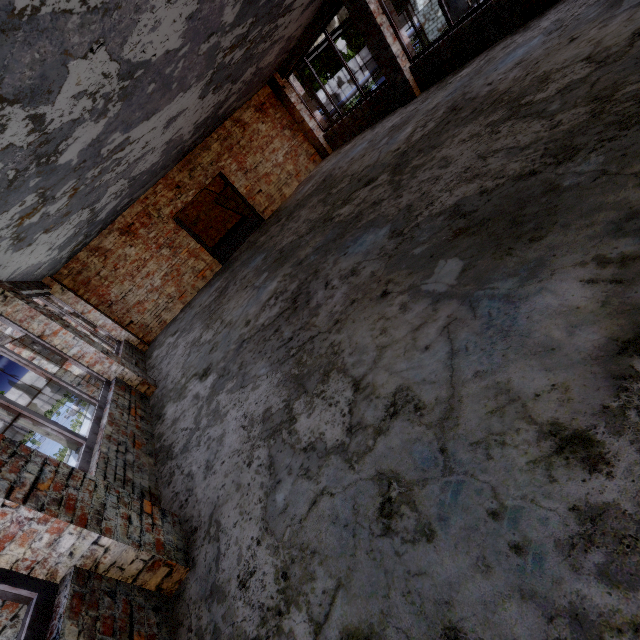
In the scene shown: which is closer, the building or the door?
the building

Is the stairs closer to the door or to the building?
the building

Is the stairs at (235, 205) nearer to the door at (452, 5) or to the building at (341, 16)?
the building at (341, 16)

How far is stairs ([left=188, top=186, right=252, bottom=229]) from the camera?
16.89m

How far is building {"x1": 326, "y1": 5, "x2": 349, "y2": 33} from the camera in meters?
14.4

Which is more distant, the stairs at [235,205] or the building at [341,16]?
the stairs at [235,205]

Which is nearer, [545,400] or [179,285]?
[545,400]

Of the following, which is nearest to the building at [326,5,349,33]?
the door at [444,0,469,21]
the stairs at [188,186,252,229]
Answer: the stairs at [188,186,252,229]
